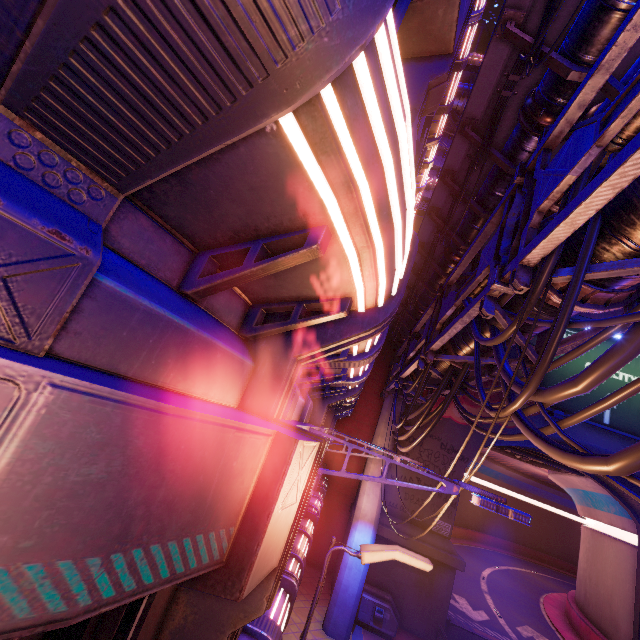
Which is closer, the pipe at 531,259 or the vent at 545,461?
the pipe at 531,259

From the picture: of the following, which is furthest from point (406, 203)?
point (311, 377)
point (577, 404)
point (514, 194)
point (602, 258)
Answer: point (577, 404)

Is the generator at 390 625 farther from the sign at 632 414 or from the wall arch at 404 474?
the sign at 632 414

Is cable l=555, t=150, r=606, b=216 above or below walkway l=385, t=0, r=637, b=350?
below

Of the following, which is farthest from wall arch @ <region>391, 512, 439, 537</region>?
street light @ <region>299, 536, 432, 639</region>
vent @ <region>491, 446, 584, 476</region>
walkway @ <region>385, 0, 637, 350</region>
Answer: street light @ <region>299, 536, 432, 639</region>

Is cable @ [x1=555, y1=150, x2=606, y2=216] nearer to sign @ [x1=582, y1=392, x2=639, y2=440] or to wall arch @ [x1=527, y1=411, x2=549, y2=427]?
wall arch @ [x1=527, y1=411, x2=549, y2=427]

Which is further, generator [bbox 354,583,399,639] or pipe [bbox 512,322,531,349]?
generator [bbox 354,583,399,639]

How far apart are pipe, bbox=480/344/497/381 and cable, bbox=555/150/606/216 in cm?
1
